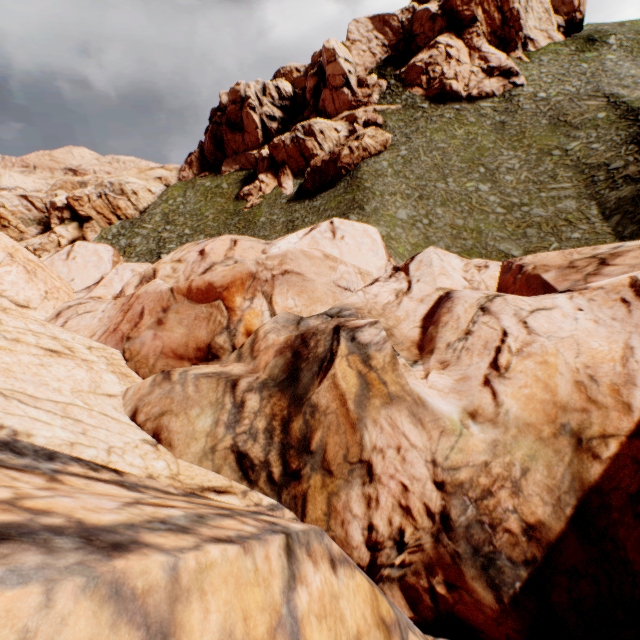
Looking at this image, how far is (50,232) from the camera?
46.3 meters
